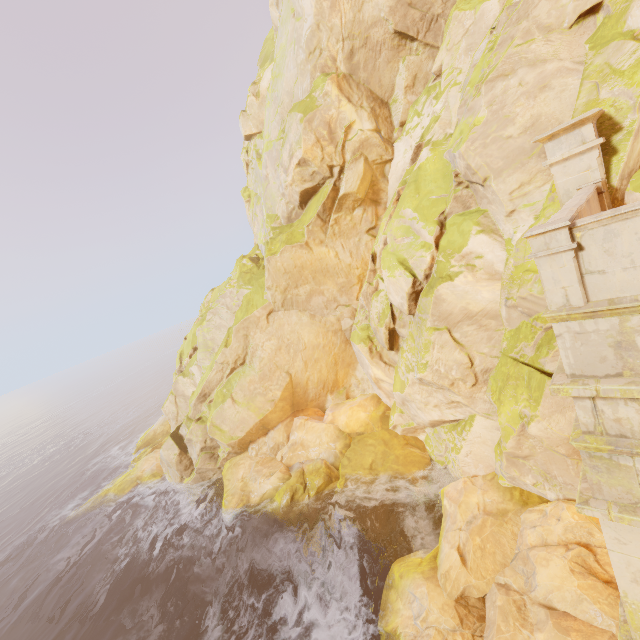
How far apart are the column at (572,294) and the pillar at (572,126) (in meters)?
5.90

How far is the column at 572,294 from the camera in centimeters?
396cm

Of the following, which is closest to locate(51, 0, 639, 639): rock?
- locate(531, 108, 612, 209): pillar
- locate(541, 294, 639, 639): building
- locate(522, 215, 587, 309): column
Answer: locate(531, 108, 612, 209): pillar

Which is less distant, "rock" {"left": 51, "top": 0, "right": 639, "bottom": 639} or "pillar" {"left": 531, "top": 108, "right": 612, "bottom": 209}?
"pillar" {"left": 531, "top": 108, "right": 612, "bottom": 209}

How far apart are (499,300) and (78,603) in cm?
2534

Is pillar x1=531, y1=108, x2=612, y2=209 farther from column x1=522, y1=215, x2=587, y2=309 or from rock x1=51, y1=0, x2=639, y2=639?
column x1=522, y1=215, x2=587, y2=309

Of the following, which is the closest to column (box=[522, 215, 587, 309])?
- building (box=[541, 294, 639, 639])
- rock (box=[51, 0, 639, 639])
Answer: building (box=[541, 294, 639, 639])
